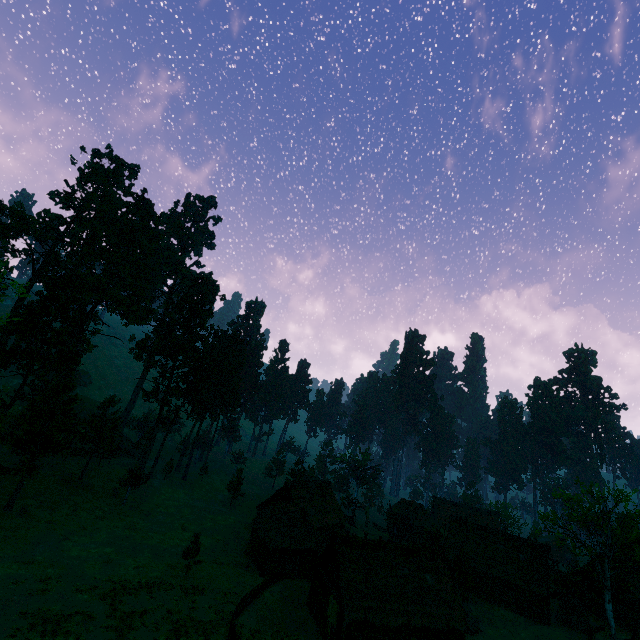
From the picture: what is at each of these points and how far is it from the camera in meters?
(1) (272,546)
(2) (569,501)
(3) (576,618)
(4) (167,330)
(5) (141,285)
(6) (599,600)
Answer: (1) building, 35.3 m
(2) treerock, 38.2 m
(3) hay bale, 37.4 m
(4) treerock, 54.4 m
(5) treerock, 59.7 m
(6) building, 44.9 m

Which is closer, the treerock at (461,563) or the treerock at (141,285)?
the treerock at (461,563)

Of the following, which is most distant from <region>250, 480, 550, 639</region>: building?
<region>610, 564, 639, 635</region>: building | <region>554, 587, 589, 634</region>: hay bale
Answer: <region>610, 564, 639, 635</region>: building

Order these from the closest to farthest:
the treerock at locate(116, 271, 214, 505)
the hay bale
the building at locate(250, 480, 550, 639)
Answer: the building at locate(250, 480, 550, 639) → the hay bale → the treerock at locate(116, 271, 214, 505)

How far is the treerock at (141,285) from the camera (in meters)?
58.69

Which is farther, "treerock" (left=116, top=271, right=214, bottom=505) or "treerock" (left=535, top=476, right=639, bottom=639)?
"treerock" (left=116, top=271, right=214, bottom=505)

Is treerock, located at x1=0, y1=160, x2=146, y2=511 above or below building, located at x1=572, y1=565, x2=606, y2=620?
above

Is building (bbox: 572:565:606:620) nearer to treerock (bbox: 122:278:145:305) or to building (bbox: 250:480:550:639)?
treerock (bbox: 122:278:145:305)
